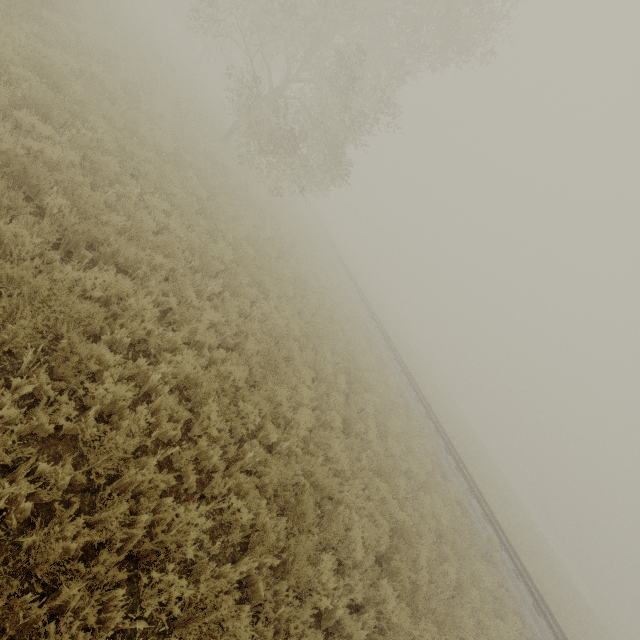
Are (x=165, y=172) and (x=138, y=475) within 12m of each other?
yes
